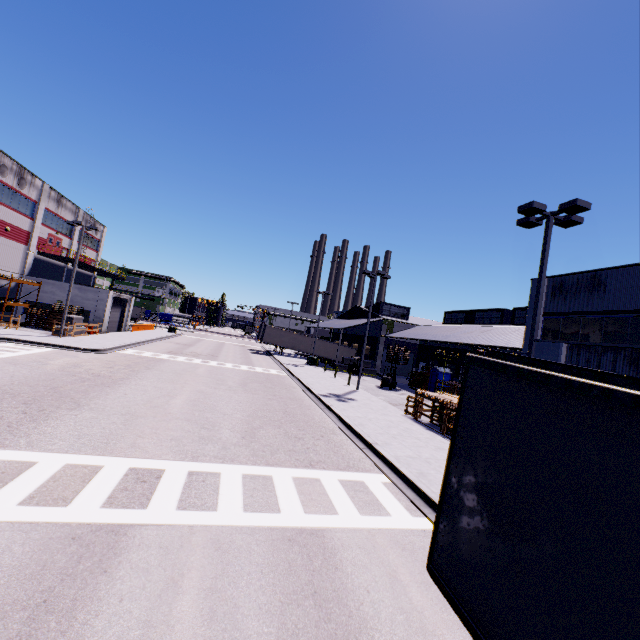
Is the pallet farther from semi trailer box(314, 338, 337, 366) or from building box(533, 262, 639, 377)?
semi trailer box(314, 338, 337, 366)

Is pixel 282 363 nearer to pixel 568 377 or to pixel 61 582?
pixel 61 582

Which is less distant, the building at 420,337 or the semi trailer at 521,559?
the semi trailer at 521,559

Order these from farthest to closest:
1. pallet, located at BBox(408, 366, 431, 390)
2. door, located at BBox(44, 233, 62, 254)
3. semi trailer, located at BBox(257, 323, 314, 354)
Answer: semi trailer, located at BBox(257, 323, 314, 354), door, located at BBox(44, 233, 62, 254), pallet, located at BBox(408, 366, 431, 390)

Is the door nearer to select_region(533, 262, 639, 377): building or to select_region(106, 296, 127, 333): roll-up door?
select_region(533, 262, 639, 377): building

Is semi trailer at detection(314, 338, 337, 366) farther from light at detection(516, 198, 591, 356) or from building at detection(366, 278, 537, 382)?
light at detection(516, 198, 591, 356)

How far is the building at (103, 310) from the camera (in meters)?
34.59

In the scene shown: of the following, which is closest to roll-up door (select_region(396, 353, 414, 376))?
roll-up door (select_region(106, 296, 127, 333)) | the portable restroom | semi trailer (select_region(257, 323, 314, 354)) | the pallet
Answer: semi trailer (select_region(257, 323, 314, 354))
